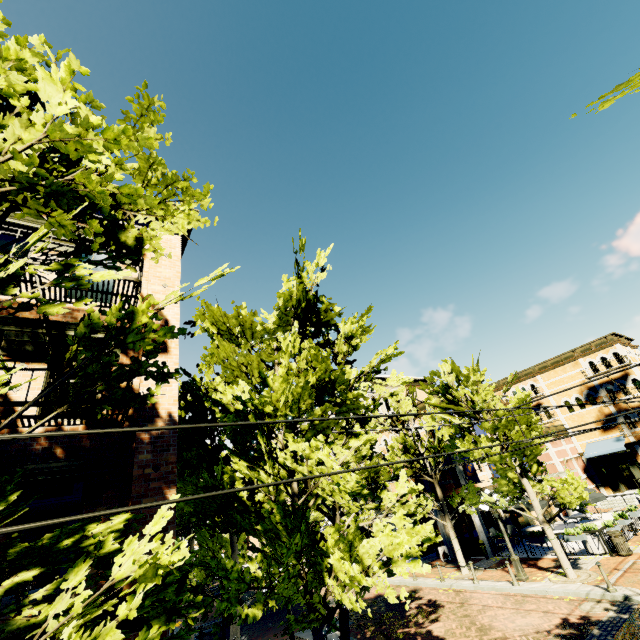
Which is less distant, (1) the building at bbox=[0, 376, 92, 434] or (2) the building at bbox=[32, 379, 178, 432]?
(1) the building at bbox=[0, 376, 92, 434]

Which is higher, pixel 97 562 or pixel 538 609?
pixel 97 562

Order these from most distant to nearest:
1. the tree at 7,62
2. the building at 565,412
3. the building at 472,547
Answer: the building at 565,412
the building at 472,547
the tree at 7,62

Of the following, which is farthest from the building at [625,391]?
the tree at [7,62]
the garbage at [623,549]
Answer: the garbage at [623,549]

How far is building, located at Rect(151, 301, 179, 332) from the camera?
8.5 meters

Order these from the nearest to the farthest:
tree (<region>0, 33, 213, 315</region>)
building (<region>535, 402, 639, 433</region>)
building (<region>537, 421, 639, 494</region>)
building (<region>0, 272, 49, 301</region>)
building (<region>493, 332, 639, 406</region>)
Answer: tree (<region>0, 33, 213, 315</region>), building (<region>0, 272, 49, 301</region>), building (<region>537, 421, 639, 494</region>), building (<region>535, 402, 639, 433</region>), building (<region>493, 332, 639, 406</region>)

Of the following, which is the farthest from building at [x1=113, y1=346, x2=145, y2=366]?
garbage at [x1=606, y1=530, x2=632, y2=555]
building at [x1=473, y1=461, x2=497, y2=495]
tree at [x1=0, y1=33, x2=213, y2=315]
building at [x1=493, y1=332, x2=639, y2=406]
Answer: building at [x1=493, y1=332, x2=639, y2=406]

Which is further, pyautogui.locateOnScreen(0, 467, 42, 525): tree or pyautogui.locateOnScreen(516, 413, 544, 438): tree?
pyautogui.locateOnScreen(516, 413, 544, 438): tree
